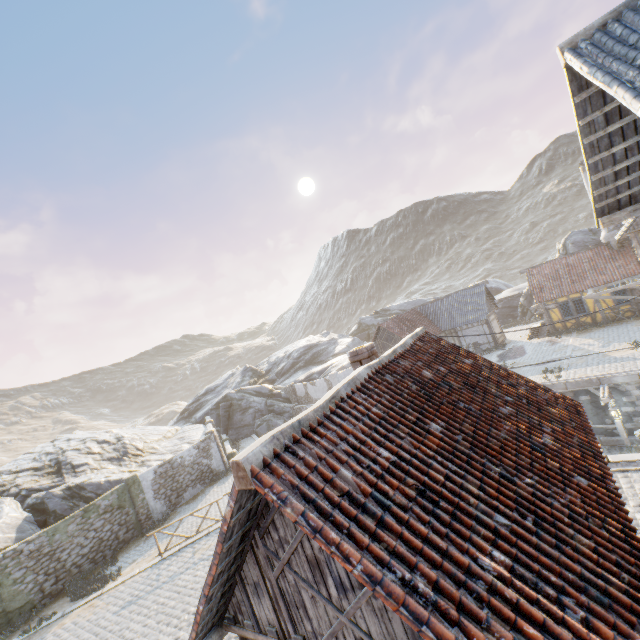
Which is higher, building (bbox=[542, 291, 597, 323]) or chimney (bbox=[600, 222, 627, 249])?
chimney (bbox=[600, 222, 627, 249])

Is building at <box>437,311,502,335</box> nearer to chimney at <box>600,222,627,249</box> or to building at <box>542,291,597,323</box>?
building at <box>542,291,597,323</box>

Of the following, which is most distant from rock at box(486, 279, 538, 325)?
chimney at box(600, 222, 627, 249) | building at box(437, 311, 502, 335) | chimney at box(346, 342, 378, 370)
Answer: chimney at box(346, 342, 378, 370)

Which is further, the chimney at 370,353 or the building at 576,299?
the building at 576,299

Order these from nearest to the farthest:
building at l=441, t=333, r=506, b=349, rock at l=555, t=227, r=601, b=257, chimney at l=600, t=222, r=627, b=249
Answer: chimney at l=600, t=222, r=627, b=249 < building at l=441, t=333, r=506, b=349 < rock at l=555, t=227, r=601, b=257

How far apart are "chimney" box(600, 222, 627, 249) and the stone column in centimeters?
3625cm

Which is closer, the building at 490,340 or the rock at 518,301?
the building at 490,340

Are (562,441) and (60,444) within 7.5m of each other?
no
